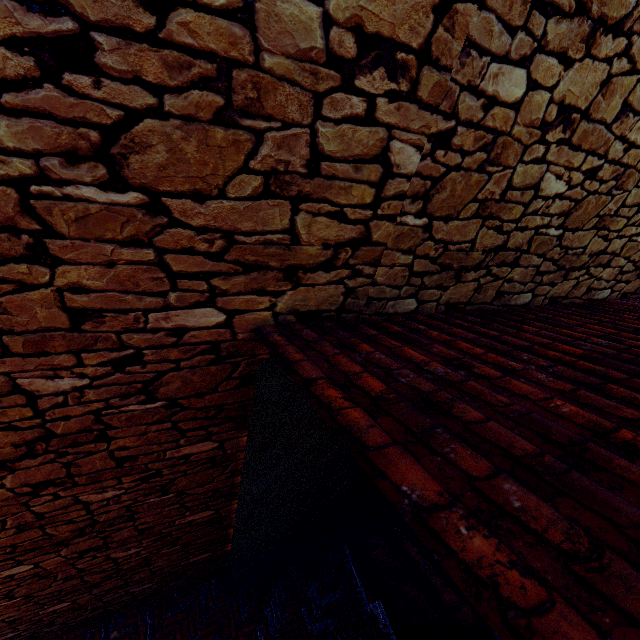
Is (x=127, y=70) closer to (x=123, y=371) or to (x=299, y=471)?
(x=123, y=371)
